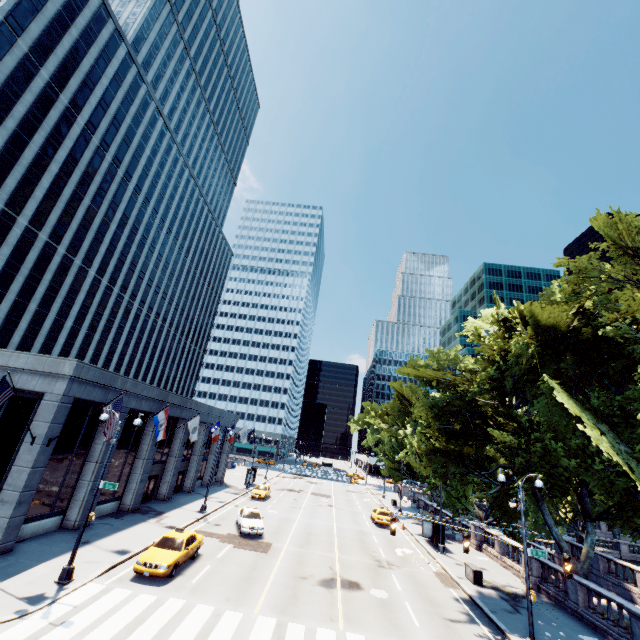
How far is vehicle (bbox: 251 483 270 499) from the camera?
39.53m

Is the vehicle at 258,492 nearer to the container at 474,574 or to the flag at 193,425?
the flag at 193,425

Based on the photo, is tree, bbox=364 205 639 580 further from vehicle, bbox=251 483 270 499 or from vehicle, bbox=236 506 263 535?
vehicle, bbox=251 483 270 499

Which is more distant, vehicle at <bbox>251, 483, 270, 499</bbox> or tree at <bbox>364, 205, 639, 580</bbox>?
vehicle at <bbox>251, 483, 270, 499</bbox>

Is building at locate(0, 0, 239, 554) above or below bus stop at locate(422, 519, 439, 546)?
above

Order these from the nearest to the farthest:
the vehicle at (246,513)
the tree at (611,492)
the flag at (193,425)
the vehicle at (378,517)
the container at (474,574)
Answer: the tree at (611,492) < the container at (474,574) < the vehicle at (246,513) < the flag at (193,425) < the vehicle at (378,517)

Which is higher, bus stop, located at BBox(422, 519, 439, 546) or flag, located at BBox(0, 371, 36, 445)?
flag, located at BBox(0, 371, 36, 445)

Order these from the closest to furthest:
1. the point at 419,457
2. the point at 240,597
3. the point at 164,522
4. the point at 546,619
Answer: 1. the point at 240,597
2. the point at 546,619
3. the point at 164,522
4. the point at 419,457
